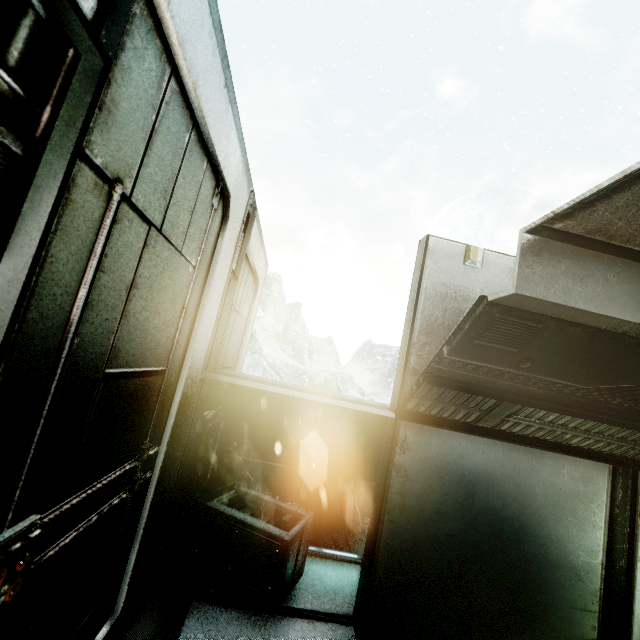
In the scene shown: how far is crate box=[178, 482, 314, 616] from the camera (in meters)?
2.06

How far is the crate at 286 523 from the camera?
2.06m

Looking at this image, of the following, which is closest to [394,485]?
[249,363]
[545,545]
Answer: [545,545]
